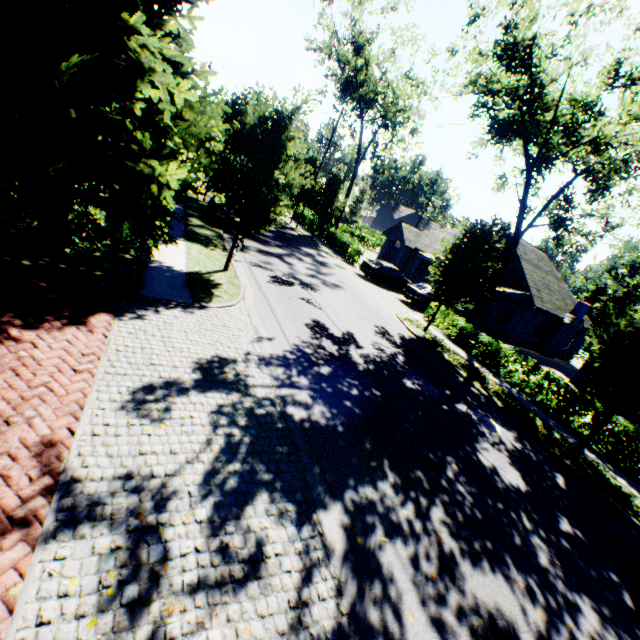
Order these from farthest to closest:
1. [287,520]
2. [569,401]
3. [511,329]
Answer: [511,329] → [569,401] → [287,520]

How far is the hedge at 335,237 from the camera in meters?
28.7

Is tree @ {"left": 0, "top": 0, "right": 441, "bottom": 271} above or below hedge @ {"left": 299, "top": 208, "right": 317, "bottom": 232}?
above

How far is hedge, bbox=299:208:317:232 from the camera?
37.1m

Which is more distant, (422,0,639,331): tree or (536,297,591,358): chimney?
(536,297,591,358): chimney

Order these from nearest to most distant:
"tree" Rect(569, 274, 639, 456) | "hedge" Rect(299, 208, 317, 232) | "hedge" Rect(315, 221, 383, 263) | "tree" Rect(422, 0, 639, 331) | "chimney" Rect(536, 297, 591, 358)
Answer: "tree" Rect(569, 274, 639, 456) → "tree" Rect(422, 0, 639, 331) → "chimney" Rect(536, 297, 591, 358) → "hedge" Rect(315, 221, 383, 263) → "hedge" Rect(299, 208, 317, 232)

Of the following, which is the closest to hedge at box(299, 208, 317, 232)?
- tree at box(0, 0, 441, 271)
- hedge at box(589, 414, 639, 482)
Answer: tree at box(0, 0, 441, 271)

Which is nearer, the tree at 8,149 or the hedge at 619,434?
the tree at 8,149
